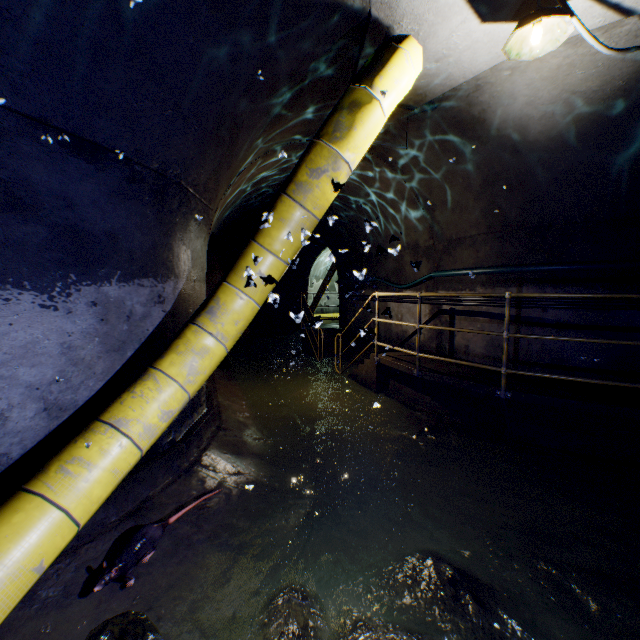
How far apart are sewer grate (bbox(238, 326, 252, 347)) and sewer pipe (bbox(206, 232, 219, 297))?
0.00m

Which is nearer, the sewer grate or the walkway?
the walkway

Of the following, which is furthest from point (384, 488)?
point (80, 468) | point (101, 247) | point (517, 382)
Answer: point (101, 247)

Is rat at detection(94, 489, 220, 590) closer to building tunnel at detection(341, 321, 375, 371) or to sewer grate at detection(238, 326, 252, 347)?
building tunnel at detection(341, 321, 375, 371)

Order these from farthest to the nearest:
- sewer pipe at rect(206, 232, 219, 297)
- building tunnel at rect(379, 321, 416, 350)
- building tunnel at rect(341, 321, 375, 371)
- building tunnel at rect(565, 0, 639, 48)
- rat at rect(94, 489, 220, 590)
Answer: building tunnel at rect(379, 321, 416, 350), sewer pipe at rect(206, 232, 219, 297), building tunnel at rect(565, 0, 639, 48), rat at rect(94, 489, 220, 590), building tunnel at rect(341, 321, 375, 371)

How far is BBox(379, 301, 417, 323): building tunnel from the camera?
7.31m

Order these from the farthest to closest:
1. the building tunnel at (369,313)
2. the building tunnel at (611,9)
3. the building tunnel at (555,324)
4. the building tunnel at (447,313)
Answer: the building tunnel at (369,313) < the building tunnel at (447,313) < the building tunnel at (555,324) < the building tunnel at (611,9)

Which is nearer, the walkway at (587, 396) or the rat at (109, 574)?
the rat at (109, 574)
